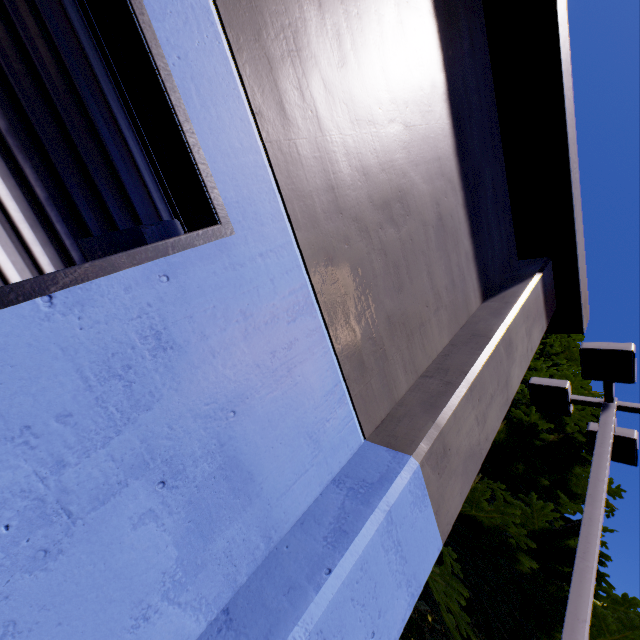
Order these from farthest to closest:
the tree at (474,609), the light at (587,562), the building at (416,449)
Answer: the tree at (474,609)
the light at (587,562)
the building at (416,449)

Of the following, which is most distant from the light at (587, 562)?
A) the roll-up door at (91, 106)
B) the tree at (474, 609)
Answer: the roll-up door at (91, 106)

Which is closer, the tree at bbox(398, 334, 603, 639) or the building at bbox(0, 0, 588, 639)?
the building at bbox(0, 0, 588, 639)

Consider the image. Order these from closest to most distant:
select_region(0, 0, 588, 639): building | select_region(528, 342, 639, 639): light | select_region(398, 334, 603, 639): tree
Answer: select_region(0, 0, 588, 639): building, select_region(528, 342, 639, 639): light, select_region(398, 334, 603, 639): tree

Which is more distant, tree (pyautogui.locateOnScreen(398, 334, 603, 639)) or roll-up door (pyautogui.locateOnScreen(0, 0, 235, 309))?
tree (pyautogui.locateOnScreen(398, 334, 603, 639))

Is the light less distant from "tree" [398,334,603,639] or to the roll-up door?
"tree" [398,334,603,639]

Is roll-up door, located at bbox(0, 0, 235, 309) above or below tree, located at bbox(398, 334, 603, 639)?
below

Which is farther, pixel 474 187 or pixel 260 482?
pixel 474 187
